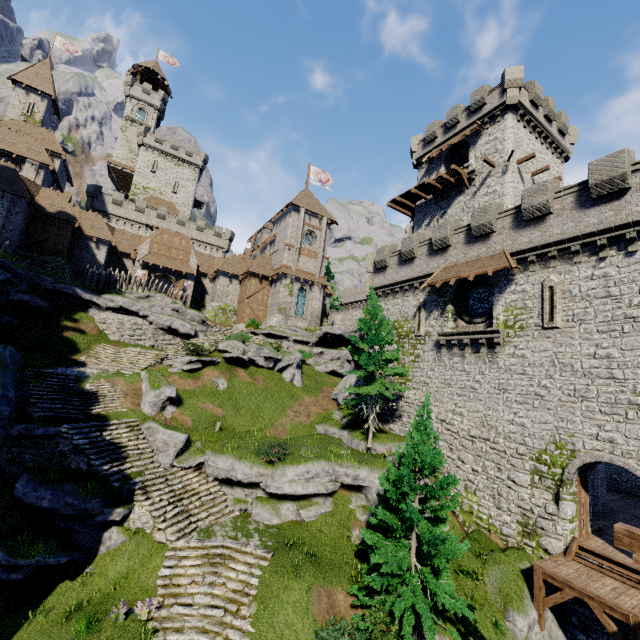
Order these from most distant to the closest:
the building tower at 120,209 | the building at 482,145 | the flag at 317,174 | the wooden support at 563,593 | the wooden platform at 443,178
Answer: the building tower at 120,209 → the flag at 317,174 → the wooden platform at 443,178 → the building at 482,145 → the wooden support at 563,593

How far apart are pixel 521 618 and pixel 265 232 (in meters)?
46.03

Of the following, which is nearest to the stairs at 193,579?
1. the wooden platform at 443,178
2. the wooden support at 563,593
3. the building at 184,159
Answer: the wooden support at 563,593

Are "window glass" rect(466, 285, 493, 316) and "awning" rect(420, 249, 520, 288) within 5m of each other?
yes

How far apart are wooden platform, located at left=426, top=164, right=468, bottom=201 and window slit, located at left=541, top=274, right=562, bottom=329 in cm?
1564

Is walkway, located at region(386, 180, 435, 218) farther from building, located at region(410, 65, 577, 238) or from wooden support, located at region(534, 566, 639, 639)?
wooden support, located at region(534, 566, 639, 639)

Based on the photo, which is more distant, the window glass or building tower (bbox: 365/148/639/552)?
the window glass

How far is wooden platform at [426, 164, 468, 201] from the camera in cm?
2797
